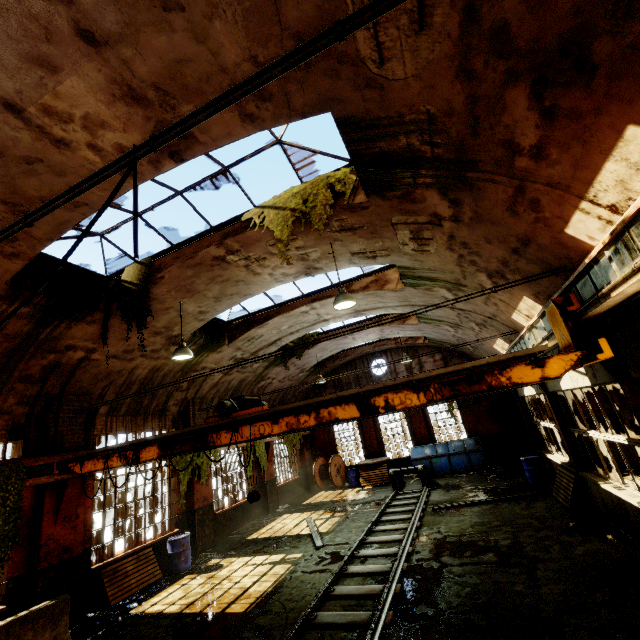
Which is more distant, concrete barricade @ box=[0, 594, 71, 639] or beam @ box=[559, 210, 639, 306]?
concrete barricade @ box=[0, 594, 71, 639]

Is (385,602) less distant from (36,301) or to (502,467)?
(36,301)

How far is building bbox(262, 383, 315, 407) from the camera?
18.9 meters

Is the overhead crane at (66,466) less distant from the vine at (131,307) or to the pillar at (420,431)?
the pillar at (420,431)

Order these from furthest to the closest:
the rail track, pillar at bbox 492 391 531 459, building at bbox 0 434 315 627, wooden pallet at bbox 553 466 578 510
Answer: pillar at bbox 492 391 531 459 → wooden pallet at bbox 553 466 578 510 → building at bbox 0 434 315 627 → the rail track

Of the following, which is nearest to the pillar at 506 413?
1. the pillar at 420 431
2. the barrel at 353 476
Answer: the pillar at 420 431

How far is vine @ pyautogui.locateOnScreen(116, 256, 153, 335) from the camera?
7.5m

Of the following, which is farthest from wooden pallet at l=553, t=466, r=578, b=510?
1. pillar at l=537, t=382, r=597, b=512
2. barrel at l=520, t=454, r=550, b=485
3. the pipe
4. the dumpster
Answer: the pipe
